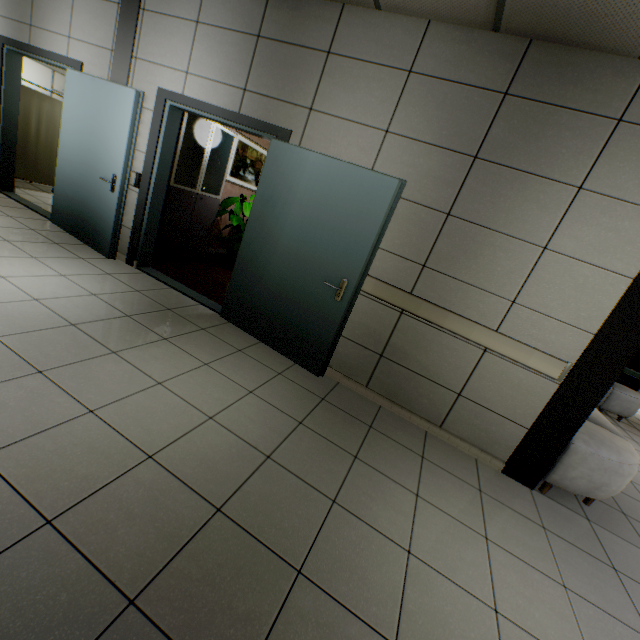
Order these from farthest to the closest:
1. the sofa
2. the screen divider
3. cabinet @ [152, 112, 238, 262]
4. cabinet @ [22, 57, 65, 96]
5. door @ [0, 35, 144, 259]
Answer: cabinet @ [22, 57, 65, 96], the screen divider, cabinet @ [152, 112, 238, 262], door @ [0, 35, 144, 259], the sofa

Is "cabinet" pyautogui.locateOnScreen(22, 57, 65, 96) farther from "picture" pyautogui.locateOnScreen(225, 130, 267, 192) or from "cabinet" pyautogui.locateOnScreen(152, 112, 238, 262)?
"cabinet" pyautogui.locateOnScreen(152, 112, 238, 262)

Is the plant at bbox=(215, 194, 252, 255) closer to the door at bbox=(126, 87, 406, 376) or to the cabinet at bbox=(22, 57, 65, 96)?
the door at bbox=(126, 87, 406, 376)

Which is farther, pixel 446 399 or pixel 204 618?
pixel 446 399

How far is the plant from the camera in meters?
5.7

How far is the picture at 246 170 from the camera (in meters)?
6.05

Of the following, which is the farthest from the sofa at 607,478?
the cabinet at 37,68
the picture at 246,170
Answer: the cabinet at 37,68

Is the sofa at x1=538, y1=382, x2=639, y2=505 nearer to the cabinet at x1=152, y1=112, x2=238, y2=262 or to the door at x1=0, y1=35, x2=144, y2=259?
the door at x1=0, y1=35, x2=144, y2=259
